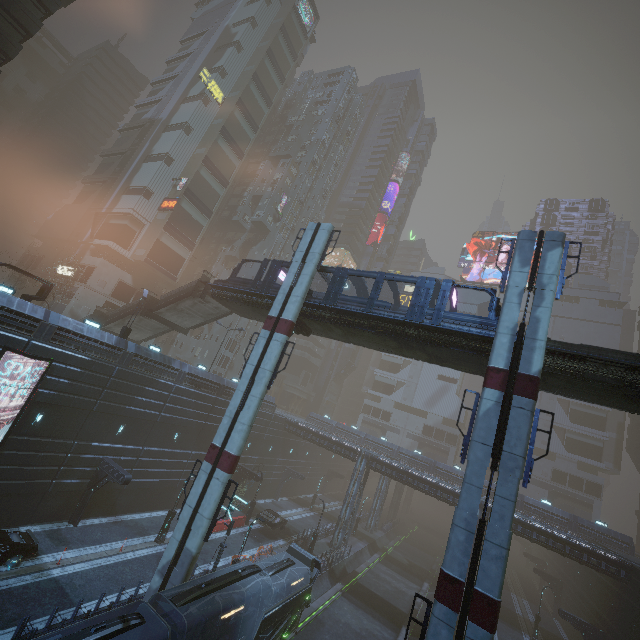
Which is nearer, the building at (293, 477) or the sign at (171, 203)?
the building at (293, 477)

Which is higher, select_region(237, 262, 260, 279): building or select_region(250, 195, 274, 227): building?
select_region(250, 195, 274, 227): building

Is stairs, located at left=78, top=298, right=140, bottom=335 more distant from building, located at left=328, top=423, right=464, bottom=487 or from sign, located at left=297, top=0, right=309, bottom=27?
sign, located at left=297, top=0, right=309, bottom=27

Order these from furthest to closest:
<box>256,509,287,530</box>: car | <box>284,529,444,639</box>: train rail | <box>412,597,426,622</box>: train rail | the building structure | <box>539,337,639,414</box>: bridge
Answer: <box>256,509,287,530</box>: car → <box>412,597,426,622</box>: train rail → <box>284,529,444,639</box>: train rail → the building structure → <box>539,337,639,414</box>: bridge

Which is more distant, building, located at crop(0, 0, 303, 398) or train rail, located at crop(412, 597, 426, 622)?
train rail, located at crop(412, 597, 426, 622)

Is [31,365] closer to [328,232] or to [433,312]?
[328,232]

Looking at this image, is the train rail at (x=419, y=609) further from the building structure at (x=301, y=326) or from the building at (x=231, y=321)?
the building structure at (x=301, y=326)

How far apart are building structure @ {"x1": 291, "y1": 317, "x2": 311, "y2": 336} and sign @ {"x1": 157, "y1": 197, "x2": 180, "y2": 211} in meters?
30.4
